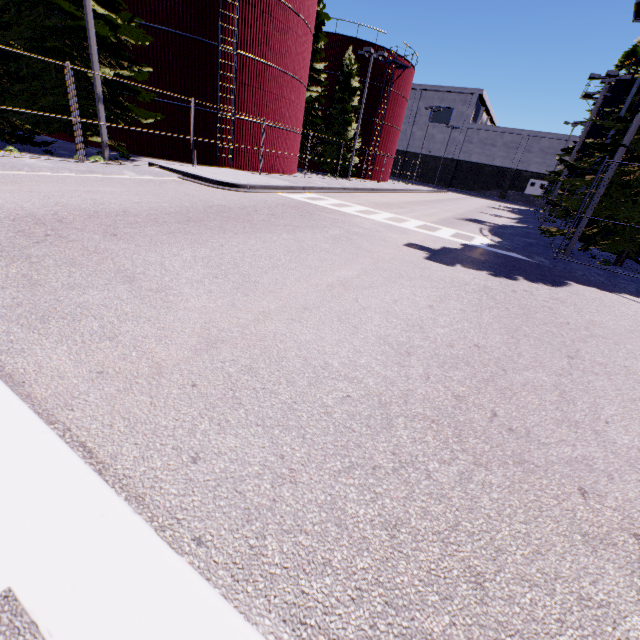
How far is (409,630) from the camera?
1.55m

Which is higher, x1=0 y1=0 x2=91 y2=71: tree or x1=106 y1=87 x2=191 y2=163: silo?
x1=0 y1=0 x2=91 y2=71: tree

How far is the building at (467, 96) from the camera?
53.12m

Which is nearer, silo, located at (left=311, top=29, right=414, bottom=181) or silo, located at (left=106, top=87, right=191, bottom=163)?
silo, located at (left=106, top=87, right=191, bottom=163)

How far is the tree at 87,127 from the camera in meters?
13.2 m

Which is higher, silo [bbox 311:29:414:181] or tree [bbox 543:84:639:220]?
silo [bbox 311:29:414:181]

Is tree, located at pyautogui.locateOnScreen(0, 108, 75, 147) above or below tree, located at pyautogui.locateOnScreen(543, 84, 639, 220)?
below

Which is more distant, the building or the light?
the building
